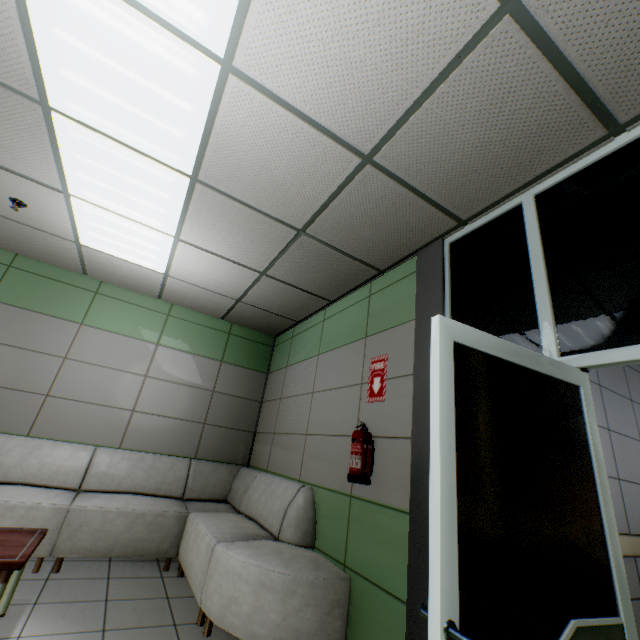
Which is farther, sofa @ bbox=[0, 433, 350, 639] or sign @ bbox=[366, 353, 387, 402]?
sign @ bbox=[366, 353, 387, 402]

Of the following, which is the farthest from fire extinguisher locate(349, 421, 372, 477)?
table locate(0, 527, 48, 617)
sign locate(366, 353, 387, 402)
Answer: table locate(0, 527, 48, 617)

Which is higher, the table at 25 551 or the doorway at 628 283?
the doorway at 628 283

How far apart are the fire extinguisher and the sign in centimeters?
26cm

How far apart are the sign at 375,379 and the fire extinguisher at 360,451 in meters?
0.3 m

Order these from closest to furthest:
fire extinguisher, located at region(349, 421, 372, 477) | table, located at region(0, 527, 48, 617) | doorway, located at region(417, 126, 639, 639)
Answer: doorway, located at region(417, 126, 639, 639) → table, located at region(0, 527, 48, 617) → fire extinguisher, located at region(349, 421, 372, 477)

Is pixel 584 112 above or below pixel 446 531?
above

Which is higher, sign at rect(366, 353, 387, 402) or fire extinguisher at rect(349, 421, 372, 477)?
sign at rect(366, 353, 387, 402)
